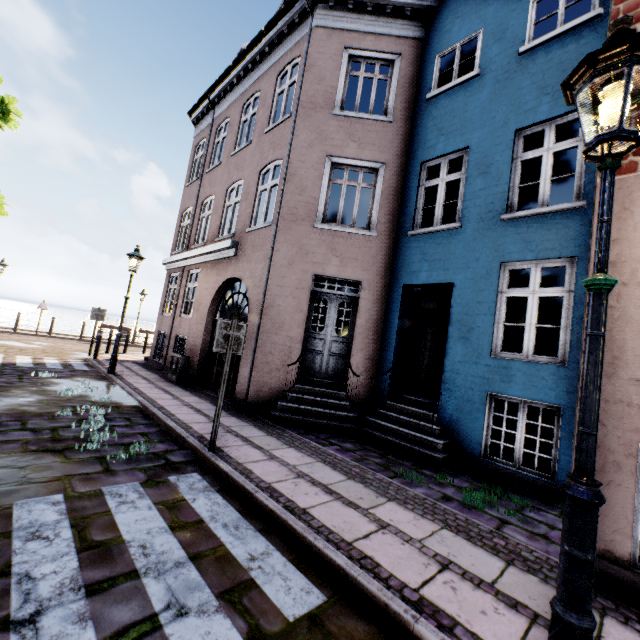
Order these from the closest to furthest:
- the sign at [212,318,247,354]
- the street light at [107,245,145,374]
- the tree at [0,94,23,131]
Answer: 1. the sign at [212,318,247,354]
2. the street light at [107,245,145,374]
3. the tree at [0,94,23,131]

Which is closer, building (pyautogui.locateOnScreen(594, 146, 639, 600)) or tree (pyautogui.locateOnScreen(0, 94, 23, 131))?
building (pyautogui.locateOnScreen(594, 146, 639, 600))

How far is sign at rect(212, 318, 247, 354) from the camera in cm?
466

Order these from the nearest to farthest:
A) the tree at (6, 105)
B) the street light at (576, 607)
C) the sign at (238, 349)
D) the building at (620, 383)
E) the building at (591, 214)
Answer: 1. the street light at (576, 607)
2. the building at (620, 383)
3. the sign at (238, 349)
4. the building at (591, 214)
5. the tree at (6, 105)

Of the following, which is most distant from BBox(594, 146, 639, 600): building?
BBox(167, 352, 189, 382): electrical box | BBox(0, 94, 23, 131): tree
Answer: BBox(0, 94, 23, 131): tree

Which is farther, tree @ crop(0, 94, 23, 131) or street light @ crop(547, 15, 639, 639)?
tree @ crop(0, 94, 23, 131)

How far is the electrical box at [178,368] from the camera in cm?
996

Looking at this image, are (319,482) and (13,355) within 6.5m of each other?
no
